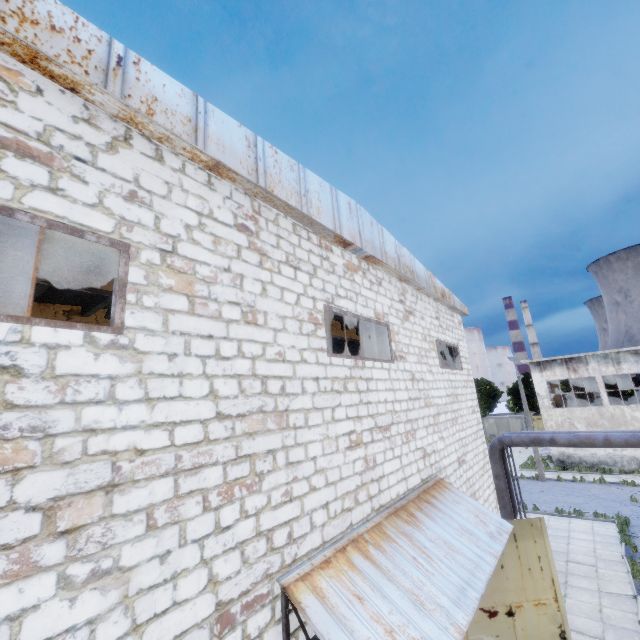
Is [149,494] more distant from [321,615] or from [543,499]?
[543,499]

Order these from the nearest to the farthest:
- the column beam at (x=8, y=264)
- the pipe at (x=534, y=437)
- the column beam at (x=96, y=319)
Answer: the column beam at (x=8, y=264), the column beam at (x=96, y=319), the pipe at (x=534, y=437)

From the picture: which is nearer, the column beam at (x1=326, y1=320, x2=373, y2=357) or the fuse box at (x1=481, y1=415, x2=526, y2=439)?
the column beam at (x1=326, y1=320, x2=373, y2=357)

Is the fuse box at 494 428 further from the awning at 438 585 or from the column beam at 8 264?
the awning at 438 585

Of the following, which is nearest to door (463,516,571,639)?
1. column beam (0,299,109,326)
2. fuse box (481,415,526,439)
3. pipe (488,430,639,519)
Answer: pipe (488,430,639,519)

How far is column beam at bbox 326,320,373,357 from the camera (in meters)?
14.54

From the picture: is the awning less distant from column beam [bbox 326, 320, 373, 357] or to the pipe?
column beam [bbox 326, 320, 373, 357]

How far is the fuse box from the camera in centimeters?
4750cm
